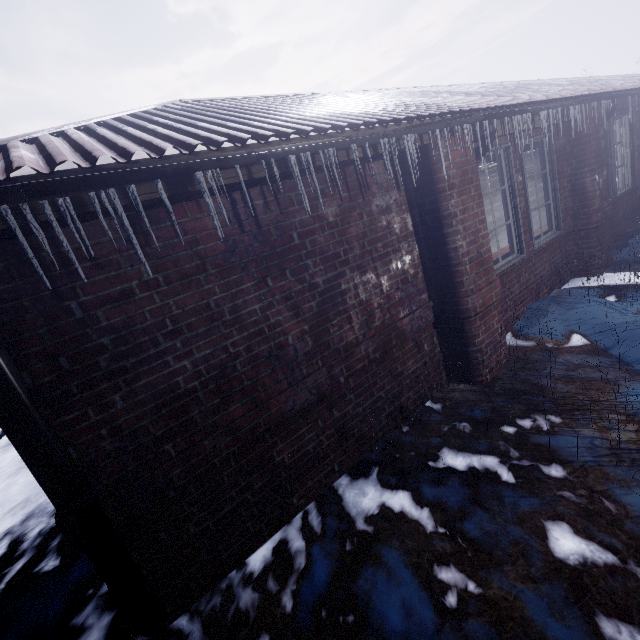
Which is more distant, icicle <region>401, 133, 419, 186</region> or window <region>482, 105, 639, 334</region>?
window <region>482, 105, 639, 334</region>

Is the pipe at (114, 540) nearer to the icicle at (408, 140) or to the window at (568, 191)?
the icicle at (408, 140)

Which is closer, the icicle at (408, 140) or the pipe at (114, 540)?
the pipe at (114, 540)

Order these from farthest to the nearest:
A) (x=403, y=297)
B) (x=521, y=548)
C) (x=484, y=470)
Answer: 1. (x=403, y=297)
2. (x=484, y=470)
3. (x=521, y=548)

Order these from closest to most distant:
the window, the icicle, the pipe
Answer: the pipe → the icicle → the window

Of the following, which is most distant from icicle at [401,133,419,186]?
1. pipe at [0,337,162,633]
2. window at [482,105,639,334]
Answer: pipe at [0,337,162,633]

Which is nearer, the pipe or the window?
the pipe

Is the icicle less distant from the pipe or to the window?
the window
